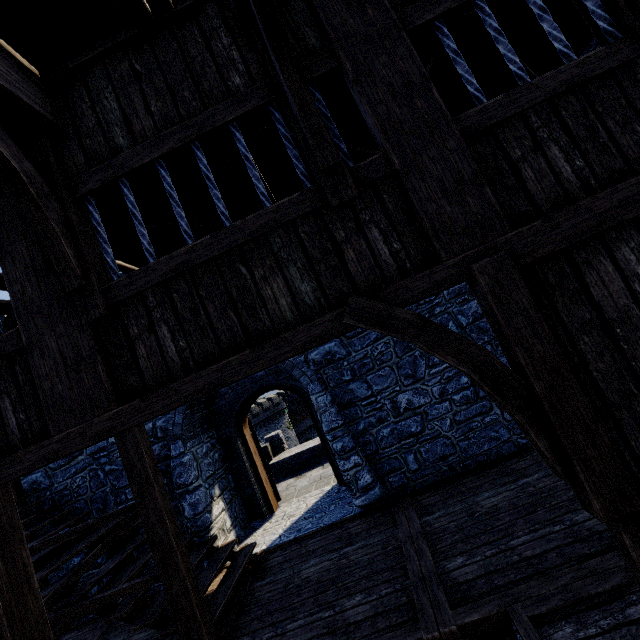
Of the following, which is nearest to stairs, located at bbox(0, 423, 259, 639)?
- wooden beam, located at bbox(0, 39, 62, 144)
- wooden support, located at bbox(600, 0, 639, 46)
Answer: wooden beam, located at bbox(0, 39, 62, 144)

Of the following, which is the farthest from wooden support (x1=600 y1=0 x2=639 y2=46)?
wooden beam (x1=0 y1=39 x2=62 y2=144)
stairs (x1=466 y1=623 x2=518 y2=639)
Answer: stairs (x1=466 y1=623 x2=518 y2=639)

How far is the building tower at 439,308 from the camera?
6.1 meters

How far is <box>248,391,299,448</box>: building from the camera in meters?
52.0 m

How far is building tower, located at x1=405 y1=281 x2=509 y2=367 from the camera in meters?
6.1 m

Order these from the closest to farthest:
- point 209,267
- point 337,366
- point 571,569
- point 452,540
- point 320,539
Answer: point 209,267, point 571,569, point 452,540, point 320,539, point 337,366

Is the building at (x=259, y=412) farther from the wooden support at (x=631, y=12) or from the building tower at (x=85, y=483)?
the wooden support at (x=631, y=12)

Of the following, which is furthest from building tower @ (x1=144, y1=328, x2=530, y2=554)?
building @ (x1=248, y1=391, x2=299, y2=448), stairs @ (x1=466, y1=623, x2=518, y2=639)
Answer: building @ (x1=248, y1=391, x2=299, y2=448)
